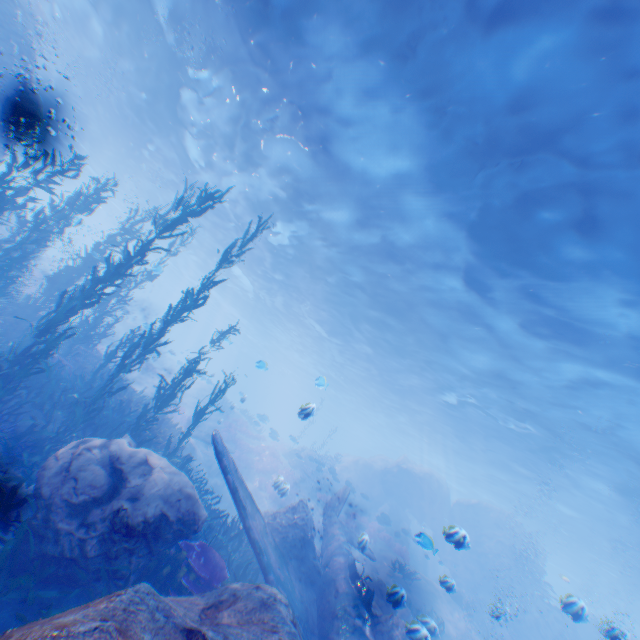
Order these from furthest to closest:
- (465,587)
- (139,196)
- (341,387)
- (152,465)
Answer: (341,387), (139,196), (465,587), (152,465)

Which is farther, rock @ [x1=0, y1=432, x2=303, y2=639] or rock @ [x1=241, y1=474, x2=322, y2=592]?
rock @ [x1=241, y1=474, x2=322, y2=592]

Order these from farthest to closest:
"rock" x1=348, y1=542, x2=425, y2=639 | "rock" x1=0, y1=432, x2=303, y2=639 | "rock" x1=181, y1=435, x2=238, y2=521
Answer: "rock" x1=181, y1=435, x2=238, y2=521
"rock" x1=348, y1=542, x2=425, y2=639
"rock" x1=0, y1=432, x2=303, y2=639

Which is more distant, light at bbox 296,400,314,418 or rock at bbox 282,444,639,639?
rock at bbox 282,444,639,639

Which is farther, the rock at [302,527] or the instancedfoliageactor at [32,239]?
the rock at [302,527]

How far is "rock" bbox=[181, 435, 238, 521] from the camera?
18.0m

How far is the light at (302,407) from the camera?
9.09m

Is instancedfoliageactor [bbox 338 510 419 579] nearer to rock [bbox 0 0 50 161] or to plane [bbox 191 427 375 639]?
rock [bbox 0 0 50 161]
